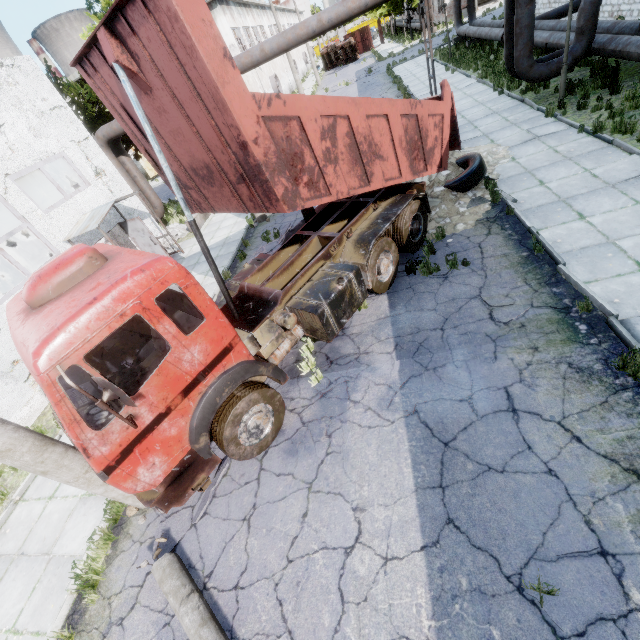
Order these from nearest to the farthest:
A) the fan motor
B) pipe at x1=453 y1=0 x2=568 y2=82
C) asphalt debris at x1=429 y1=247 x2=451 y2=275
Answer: asphalt debris at x1=429 y1=247 x2=451 y2=275 → pipe at x1=453 y1=0 x2=568 y2=82 → the fan motor

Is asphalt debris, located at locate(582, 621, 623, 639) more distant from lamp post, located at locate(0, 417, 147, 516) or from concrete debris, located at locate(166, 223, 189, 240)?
concrete debris, located at locate(166, 223, 189, 240)

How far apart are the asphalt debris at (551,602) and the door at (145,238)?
15.1m

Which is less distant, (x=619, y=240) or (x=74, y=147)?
(x=619, y=240)

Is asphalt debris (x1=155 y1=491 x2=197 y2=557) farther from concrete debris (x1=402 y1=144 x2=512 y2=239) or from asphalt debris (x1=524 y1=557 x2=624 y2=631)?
concrete debris (x1=402 y1=144 x2=512 y2=239)

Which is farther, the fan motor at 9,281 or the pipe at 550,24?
the fan motor at 9,281

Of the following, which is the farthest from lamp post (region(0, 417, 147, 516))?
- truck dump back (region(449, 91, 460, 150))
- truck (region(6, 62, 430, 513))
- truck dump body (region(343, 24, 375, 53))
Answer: truck dump body (region(343, 24, 375, 53))

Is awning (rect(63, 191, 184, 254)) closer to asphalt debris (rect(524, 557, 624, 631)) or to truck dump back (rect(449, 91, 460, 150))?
truck dump back (rect(449, 91, 460, 150))
